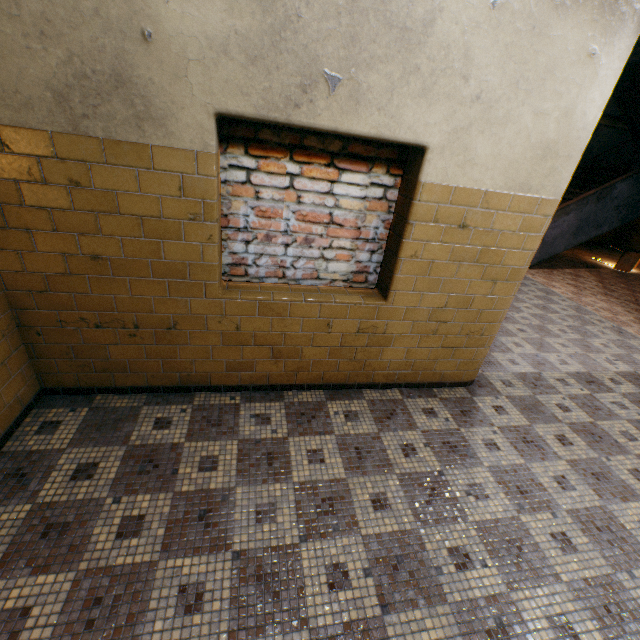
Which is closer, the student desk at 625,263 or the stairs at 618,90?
the stairs at 618,90

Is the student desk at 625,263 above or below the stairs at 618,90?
below

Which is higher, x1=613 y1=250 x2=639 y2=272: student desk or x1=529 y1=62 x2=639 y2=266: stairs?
x1=529 y1=62 x2=639 y2=266: stairs

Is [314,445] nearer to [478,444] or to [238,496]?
[238,496]

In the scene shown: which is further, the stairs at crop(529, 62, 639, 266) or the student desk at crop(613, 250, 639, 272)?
the student desk at crop(613, 250, 639, 272)
